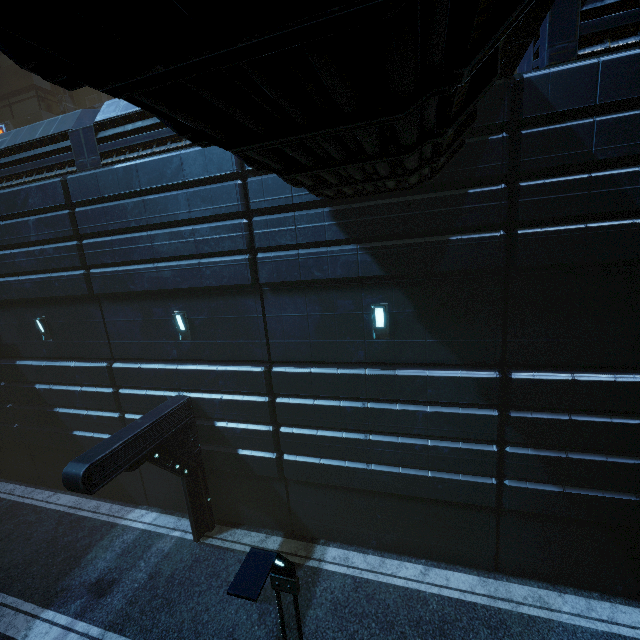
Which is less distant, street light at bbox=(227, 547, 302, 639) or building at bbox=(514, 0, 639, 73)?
street light at bbox=(227, 547, 302, 639)

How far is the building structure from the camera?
21.3 meters

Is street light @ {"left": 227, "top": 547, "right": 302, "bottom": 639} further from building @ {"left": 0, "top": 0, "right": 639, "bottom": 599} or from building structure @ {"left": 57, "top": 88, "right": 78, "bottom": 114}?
building structure @ {"left": 57, "top": 88, "right": 78, "bottom": 114}

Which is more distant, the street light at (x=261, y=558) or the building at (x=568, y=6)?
the building at (x=568, y=6)

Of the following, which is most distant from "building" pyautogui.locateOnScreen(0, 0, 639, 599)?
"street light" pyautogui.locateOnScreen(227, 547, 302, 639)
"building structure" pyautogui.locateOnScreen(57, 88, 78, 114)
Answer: "street light" pyautogui.locateOnScreen(227, 547, 302, 639)

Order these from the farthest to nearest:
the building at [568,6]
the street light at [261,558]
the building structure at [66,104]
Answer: the building structure at [66,104] → the building at [568,6] → the street light at [261,558]

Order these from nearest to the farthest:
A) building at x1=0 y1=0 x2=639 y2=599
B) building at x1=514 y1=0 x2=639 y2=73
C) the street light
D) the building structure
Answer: building at x1=0 y1=0 x2=639 y2=599, the street light, building at x1=514 y1=0 x2=639 y2=73, the building structure

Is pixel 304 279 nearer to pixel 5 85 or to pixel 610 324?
pixel 610 324
